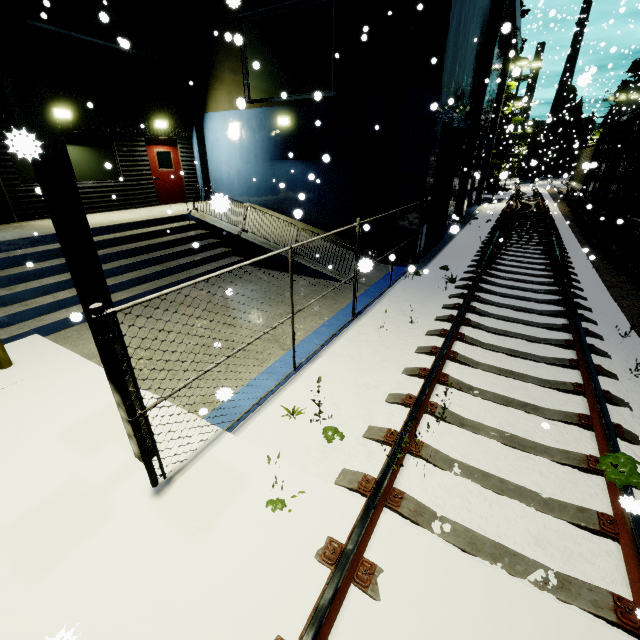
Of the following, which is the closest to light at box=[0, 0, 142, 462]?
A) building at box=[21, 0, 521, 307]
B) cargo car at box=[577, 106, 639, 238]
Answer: building at box=[21, 0, 521, 307]

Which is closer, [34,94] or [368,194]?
[34,94]

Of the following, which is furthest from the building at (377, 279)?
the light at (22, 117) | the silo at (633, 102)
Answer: the silo at (633, 102)

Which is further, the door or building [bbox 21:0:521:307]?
the door

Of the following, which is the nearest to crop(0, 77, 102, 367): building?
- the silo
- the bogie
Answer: the bogie

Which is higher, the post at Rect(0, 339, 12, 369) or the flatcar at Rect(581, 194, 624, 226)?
the flatcar at Rect(581, 194, 624, 226)

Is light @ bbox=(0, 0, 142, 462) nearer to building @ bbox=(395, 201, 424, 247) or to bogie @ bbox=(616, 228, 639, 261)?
building @ bbox=(395, 201, 424, 247)

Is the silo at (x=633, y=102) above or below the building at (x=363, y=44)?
above
